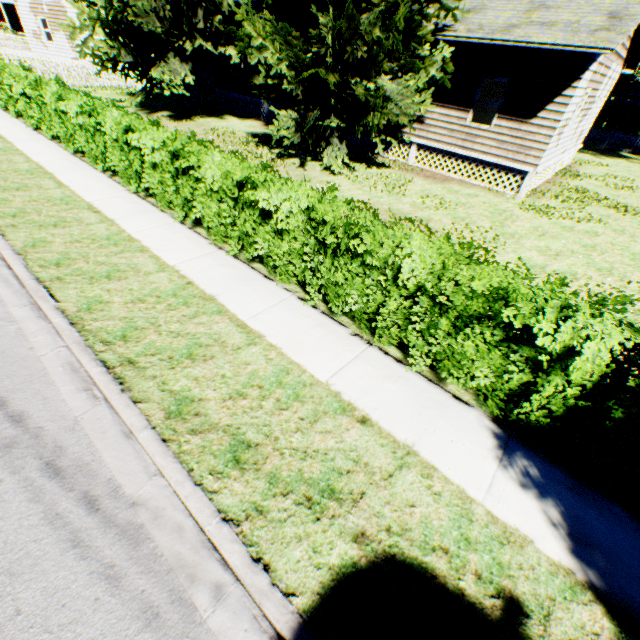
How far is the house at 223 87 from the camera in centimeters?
1912cm

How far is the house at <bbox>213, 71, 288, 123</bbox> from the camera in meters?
19.1

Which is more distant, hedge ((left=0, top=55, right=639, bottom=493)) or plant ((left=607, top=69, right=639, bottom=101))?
plant ((left=607, top=69, right=639, bottom=101))

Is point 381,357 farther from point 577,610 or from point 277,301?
point 577,610

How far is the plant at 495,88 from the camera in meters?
16.8

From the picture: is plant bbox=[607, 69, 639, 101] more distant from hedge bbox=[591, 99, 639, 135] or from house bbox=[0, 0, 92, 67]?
hedge bbox=[591, 99, 639, 135]

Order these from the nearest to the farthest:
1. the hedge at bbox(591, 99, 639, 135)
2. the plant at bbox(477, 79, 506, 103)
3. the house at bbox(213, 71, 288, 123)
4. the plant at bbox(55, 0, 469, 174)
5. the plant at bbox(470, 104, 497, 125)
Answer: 1. the plant at bbox(55, 0, 469, 174)
2. the plant at bbox(470, 104, 497, 125)
3. the plant at bbox(477, 79, 506, 103)
4. the house at bbox(213, 71, 288, 123)
5. the hedge at bbox(591, 99, 639, 135)

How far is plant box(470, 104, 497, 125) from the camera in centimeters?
1582cm
